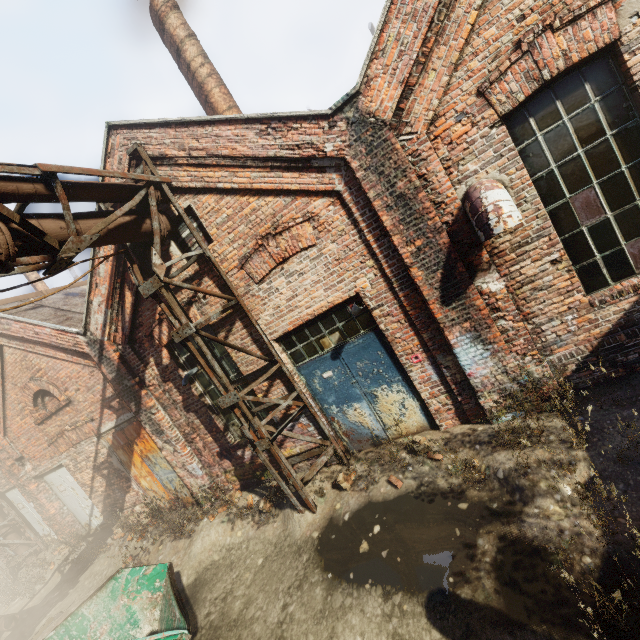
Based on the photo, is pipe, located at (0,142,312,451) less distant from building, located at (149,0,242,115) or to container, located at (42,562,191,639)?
container, located at (42,562,191,639)

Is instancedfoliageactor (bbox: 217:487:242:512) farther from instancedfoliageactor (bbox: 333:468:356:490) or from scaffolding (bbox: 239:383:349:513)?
instancedfoliageactor (bbox: 333:468:356:490)

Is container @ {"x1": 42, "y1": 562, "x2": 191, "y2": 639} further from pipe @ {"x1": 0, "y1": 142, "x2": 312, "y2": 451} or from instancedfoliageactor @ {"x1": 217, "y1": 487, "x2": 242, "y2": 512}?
instancedfoliageactor @ {"x1": 217, "y1": 487, "x2": 242, "y2": 512}

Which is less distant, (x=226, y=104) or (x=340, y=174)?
(x=340, y=174)

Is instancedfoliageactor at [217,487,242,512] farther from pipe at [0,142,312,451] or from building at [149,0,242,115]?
building at [149,0,242,115]

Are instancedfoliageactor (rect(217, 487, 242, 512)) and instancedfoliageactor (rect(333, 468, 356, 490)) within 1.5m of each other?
no

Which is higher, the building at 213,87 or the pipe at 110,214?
the building at 213,87

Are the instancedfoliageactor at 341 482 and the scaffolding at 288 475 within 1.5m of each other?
yes
